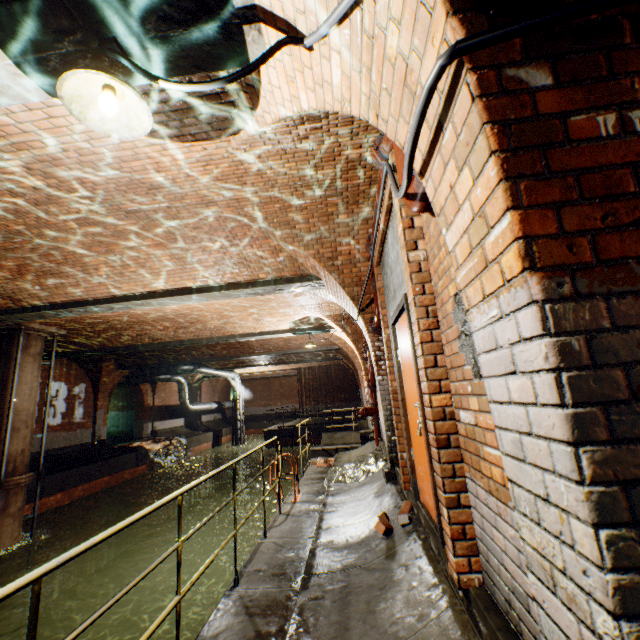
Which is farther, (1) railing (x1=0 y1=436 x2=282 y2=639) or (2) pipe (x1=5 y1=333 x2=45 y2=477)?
(2) pipe (x1=5 y1=333 x2=45 y2=477)

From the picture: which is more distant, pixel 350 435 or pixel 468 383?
pixel 350 435

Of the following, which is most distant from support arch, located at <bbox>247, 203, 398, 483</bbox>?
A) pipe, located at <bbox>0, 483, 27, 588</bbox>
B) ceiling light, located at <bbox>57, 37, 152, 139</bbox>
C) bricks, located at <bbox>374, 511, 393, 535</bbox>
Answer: pipe, located at <bbox>0, 483, 27, 588</bbox>

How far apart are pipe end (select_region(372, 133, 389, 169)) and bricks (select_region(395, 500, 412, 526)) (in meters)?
3.84

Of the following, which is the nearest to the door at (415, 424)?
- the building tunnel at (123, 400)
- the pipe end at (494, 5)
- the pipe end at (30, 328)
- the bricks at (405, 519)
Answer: the bricks at (405, 519)

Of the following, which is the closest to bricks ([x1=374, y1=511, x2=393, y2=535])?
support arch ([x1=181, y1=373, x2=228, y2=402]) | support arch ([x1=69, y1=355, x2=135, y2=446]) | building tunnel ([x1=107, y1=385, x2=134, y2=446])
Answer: support arch ([x1=69, y1=355, x2=135, y2=446])

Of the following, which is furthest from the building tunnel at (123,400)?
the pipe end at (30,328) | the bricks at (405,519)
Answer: the bricks at (405,519)

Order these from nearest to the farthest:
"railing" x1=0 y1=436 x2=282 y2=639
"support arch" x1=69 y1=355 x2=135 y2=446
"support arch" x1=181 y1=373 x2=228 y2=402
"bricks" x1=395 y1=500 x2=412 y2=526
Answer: "railing" x1=0 y1=436 x2=282 y2=639 < "bricks" x1=395 y1=500 x2=412 y2=526 < "support arch" x1=69 y1=355 x2=135 y2=446 < "support arch" x1=181 y1=373 x2=228 y2=402
